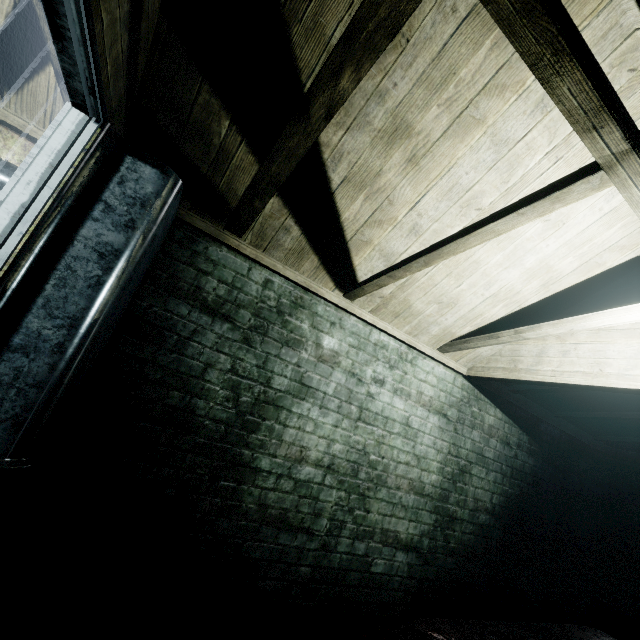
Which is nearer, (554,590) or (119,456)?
(119,456)

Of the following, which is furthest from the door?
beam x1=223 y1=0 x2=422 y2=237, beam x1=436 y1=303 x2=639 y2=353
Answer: beam x1=436 y1=303 x2=639 y2=353

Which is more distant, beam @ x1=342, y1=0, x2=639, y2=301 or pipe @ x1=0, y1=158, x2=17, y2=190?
pipe @ x1=0, y1=158, x2=17, y2=190

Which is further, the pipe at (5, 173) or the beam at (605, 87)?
the pipe at (5, 173)

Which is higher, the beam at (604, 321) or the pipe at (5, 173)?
the beam at (604, 321)

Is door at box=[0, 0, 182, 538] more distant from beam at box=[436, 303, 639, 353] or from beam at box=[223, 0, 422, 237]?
beam at box=[436, 303, 639, 353]
